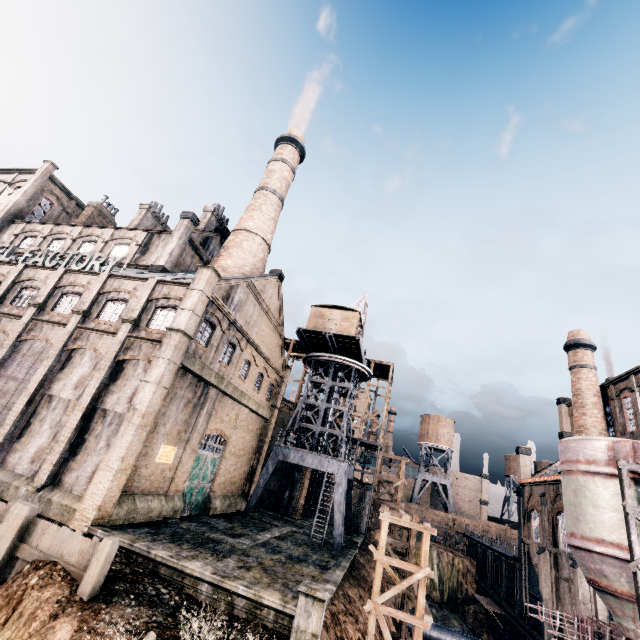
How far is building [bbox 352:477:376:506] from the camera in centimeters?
4125cm

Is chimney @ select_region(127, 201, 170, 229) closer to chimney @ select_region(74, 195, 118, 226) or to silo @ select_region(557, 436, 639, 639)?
chimney @ select_region(74, 195, 118, 226)

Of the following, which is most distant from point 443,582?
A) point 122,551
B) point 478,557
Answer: point 122,551

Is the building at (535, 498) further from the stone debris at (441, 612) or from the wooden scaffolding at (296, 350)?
the stone debris at (441, 612)

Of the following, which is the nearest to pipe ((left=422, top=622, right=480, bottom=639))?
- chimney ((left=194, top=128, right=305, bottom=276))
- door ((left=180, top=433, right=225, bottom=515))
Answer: door ((left=180, top=433, right=225, bottom=515))

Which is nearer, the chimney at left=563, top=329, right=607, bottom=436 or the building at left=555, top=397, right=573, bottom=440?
the chimney at left=563, top=329, right=607, bottom=436

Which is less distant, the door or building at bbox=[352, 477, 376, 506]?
the door

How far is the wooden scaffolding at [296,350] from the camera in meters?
48.8
